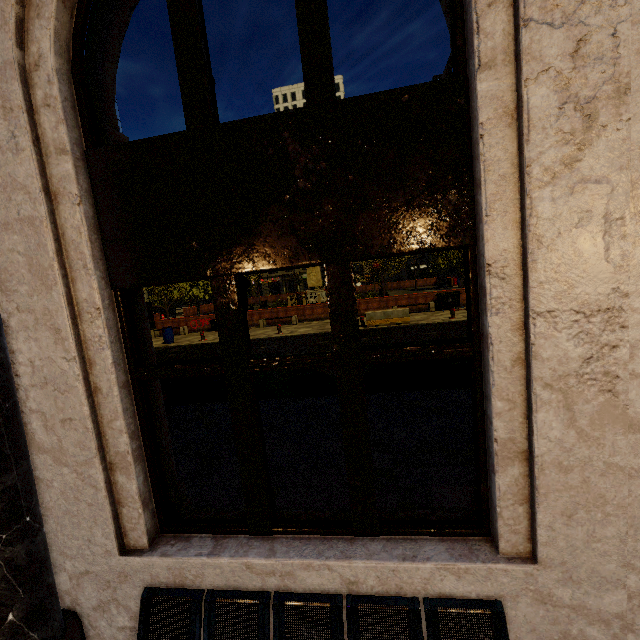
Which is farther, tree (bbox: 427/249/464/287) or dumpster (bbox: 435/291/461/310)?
tree (bbox: 427/249/464/287)

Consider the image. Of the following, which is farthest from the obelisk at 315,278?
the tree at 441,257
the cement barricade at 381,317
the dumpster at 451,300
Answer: the cement barricade at 381,317

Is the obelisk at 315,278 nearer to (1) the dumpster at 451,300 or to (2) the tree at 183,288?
(2) the tree at 183,288

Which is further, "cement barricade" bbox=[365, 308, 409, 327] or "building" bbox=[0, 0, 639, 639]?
"cement barricade" bbox=[365, 308, 409, 327]

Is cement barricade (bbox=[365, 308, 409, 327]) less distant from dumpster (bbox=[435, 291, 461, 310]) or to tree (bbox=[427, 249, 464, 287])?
dumpster (bbox=[435, 291, 461, 310])

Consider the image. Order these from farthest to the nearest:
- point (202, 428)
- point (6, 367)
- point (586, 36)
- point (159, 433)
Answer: point (202, 428) < point (159, 433) < point (6, 367) < point (586, 36)

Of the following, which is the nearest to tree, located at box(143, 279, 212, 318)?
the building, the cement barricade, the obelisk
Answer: the building

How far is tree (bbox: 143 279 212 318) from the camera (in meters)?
26.44
